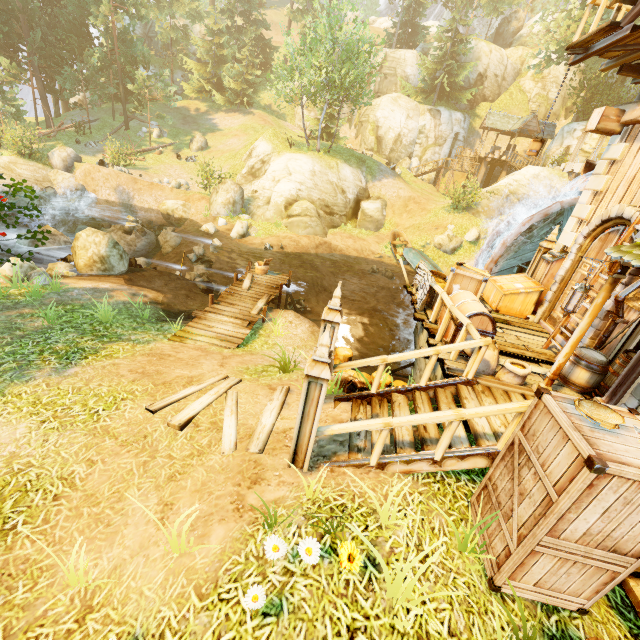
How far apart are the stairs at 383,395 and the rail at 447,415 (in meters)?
0.01

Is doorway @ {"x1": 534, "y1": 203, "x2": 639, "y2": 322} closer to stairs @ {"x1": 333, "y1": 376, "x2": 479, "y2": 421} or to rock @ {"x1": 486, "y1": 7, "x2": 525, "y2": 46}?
stairs @ {"x1": 333, "y1": 376, "x2": 479, "y2": 421}

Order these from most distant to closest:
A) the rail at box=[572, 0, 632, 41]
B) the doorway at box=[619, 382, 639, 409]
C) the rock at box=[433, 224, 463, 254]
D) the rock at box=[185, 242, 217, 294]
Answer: the rock at box=[433, 224, 463, 254] → the rock at box=[185, 242, 217, 294] → the rail at box=[572, 0, 632, 41] → the doorway at box=[619, 382, 639, 409]

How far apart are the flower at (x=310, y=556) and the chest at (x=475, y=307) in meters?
4.9 m

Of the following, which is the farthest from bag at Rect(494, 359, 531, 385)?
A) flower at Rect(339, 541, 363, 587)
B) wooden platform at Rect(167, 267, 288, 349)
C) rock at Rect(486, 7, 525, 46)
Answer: rock at Rect(486, 7, 525, 46)

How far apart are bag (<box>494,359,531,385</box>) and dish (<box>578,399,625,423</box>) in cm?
244

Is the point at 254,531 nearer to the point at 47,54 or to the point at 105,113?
the point at 47,54

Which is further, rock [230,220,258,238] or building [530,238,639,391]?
rock [230,220,258,238]
